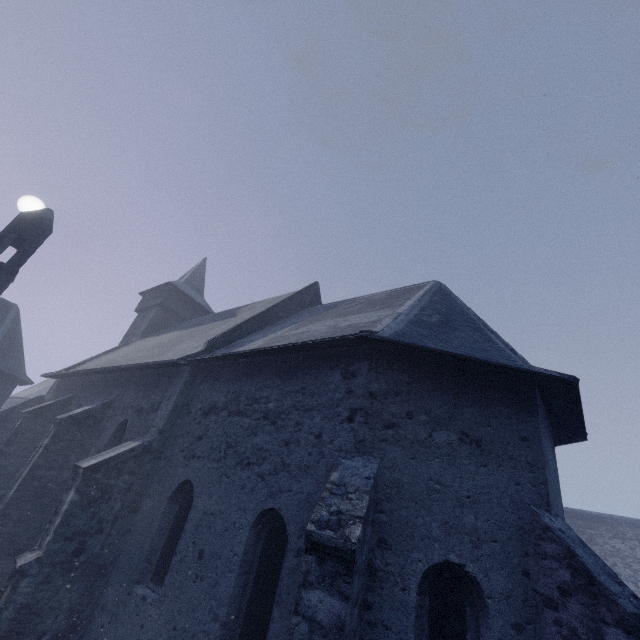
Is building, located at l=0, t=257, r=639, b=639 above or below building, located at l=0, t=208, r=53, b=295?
below

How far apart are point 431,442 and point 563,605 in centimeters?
254cm

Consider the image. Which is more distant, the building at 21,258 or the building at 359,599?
the building at 21,258

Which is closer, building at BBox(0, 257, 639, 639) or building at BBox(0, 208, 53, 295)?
building at BBox(0, 257, 639, 639)

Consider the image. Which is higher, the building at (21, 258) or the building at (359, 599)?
the building at (21, 258)
